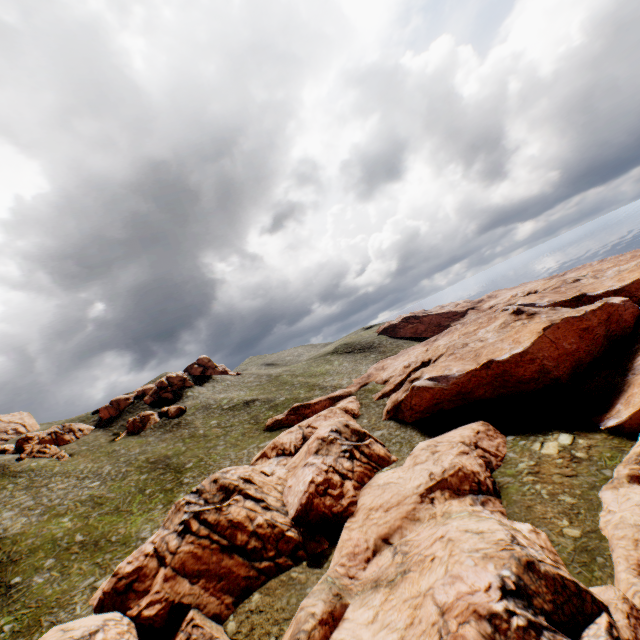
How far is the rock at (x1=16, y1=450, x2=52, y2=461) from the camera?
57.9m

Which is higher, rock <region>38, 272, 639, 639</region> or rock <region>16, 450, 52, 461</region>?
rock <region>16, 450, 52, 461</region>

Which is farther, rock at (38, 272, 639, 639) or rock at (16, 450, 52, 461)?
rock at (16, 450, 52, 461)

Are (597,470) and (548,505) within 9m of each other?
yes

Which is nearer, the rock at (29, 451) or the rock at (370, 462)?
the rock at (370, 462)

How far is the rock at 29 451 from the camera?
57.94m
